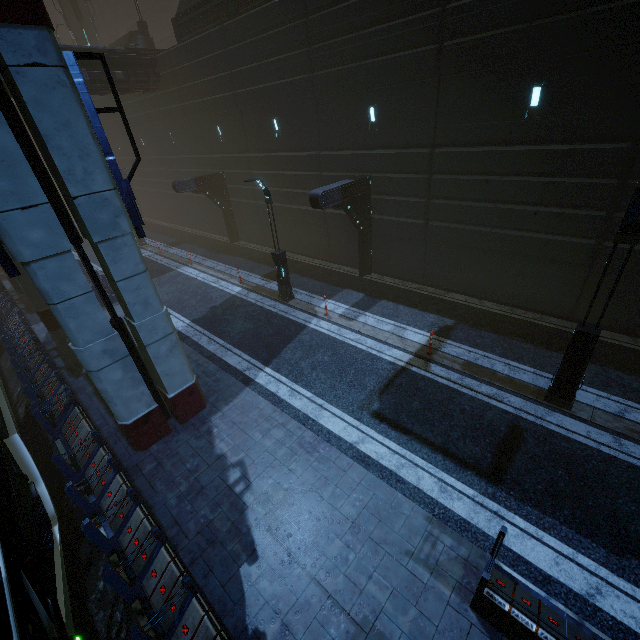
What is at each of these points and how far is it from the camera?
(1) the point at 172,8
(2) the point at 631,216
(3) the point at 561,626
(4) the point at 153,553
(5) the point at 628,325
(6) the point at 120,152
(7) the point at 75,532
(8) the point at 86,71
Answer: (1) building, 35.8m
(2) street light, 6.4m
(3) building, 4.9m
(4) building, 6.1m
(5) building, 11.1m
(6) building, 32.3m
(7) train rail, 8.0m
(8) building, 19.0m

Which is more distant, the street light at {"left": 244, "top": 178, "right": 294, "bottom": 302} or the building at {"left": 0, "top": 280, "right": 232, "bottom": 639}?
the street light at {"left": 244, "top": 178, "right": 294, "bottom": 302}

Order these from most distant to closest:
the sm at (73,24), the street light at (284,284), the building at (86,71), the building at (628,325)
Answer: the sm at (73,24)
the building at (86,71)
the street light at (284,284)
the building at (628,325)

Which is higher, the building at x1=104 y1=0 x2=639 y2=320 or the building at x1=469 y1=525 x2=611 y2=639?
the building at x1=104 y1=0 x2=639 y2=320

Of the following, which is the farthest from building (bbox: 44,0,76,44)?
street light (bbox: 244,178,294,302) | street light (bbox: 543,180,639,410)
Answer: street light (bbox: 543,180,639,410)

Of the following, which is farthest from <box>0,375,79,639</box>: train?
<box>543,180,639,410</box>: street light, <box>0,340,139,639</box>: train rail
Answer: <box>543,180,639,410</box>: street light

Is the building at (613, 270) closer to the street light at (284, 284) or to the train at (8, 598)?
the train at (8, 598)

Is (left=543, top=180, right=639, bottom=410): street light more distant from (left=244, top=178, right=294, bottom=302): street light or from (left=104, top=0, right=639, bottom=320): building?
(left=244, top=178, right=294, bottom=302): street light
